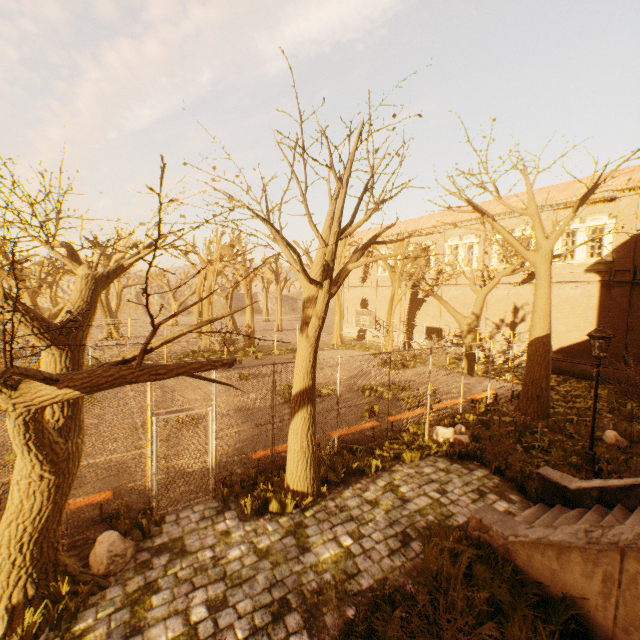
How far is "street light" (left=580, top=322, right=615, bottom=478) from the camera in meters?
7.9 m

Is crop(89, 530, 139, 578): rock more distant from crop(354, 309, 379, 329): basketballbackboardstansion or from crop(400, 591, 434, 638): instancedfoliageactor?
crop(354, 309, 379, 329): basketballbackboardstansion

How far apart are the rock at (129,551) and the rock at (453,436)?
8.2 meters

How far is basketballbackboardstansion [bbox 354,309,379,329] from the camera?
19.34m

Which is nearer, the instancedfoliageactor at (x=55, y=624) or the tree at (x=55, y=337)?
the tree at (x=55, y=337)

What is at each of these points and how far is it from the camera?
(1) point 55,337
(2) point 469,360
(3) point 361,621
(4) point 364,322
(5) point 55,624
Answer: (1) tree, 4.4 meters
(2) tree, 20.6 meters
(3) instancedfoliageactor, 4.4 meters
(4) basketballbackboardstansion, 20.0 meters
(5) instancedfoliageactor, 4.2 meters

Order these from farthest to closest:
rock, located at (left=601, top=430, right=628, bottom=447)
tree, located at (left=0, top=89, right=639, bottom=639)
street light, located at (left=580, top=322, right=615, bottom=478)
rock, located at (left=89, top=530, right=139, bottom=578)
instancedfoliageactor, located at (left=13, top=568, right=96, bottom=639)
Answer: rock, located at (left=601, top=430, right=628, bottom=447) → street light, located at (left=580, top=322, right=615, bottom=478) → rock, located at (left=89, top=530, right=139, bottom=578) → instancedfoliageactor, located at (left=13, top=568, right=96, bottom=639) → tree, located at (left=0, top=89, right=639, bottom=639)

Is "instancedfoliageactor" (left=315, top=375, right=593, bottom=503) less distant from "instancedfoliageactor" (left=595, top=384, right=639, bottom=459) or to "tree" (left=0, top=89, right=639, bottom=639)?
"tree" (left=0, top=89, right=639, bottom=639)
